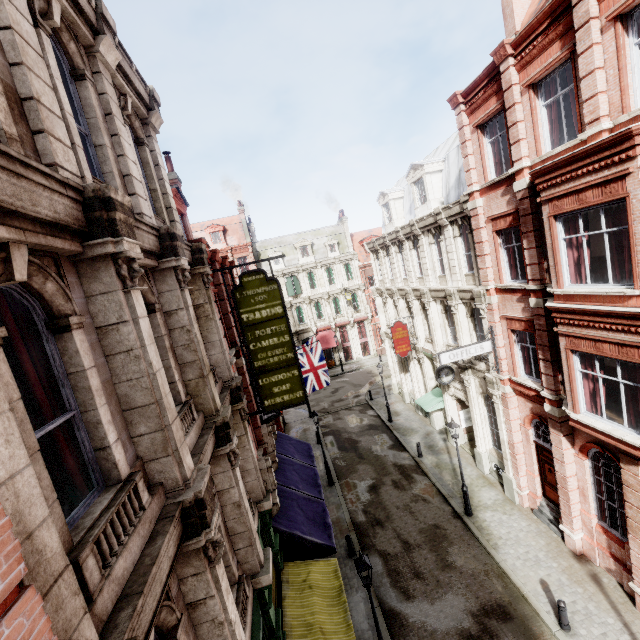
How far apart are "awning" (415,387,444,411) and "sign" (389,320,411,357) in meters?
2.9 m

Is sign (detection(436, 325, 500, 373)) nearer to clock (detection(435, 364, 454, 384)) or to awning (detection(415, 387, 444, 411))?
clock (detection(435, 364, 454, 384))

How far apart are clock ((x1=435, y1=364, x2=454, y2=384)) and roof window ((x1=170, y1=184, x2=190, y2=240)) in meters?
12.3 m

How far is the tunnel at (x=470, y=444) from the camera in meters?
19.3

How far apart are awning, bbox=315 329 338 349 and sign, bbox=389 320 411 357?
18.7m

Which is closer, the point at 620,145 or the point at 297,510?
the point at 620,145

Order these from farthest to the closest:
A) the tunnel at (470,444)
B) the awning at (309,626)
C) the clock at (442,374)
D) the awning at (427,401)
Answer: the awning at (427,401) < the tunnel at (470,444) < the clock at (442,374) < the awning at (309,626)

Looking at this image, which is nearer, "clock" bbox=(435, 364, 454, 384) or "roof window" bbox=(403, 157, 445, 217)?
"clock" bbox=(435, 364, 454, 384)
